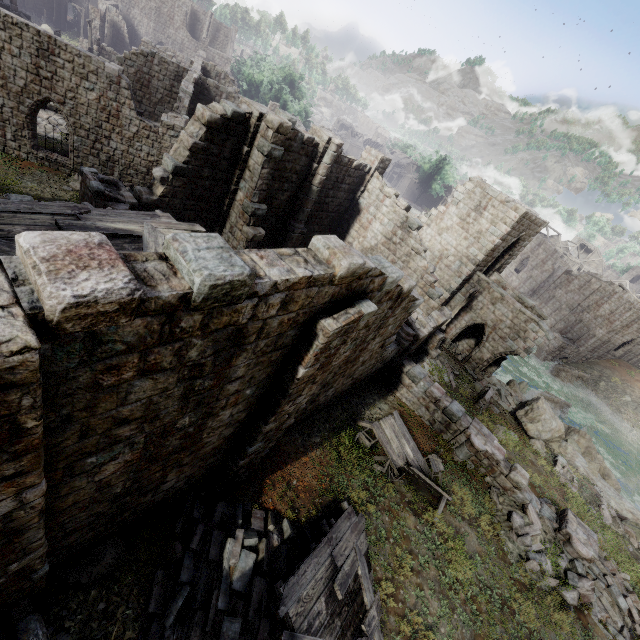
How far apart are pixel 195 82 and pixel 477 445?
28.84m

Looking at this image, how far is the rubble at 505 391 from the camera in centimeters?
2050cm

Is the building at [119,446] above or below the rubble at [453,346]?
above

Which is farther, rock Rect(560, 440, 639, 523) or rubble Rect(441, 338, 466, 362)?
rubble Rect(441, 338, 466, 362)

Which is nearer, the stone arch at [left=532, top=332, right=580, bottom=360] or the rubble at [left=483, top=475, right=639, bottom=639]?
the rubble at [left=483, top=475, right=639, bottom=639]

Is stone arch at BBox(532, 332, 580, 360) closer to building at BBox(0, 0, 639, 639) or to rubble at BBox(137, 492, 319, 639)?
building at BBox(0, 0, 639, 639)

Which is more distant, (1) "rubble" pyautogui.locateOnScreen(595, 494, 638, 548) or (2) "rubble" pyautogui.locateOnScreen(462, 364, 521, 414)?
(2) "rubble" pyautogui.locateOnScreen(462, 364, 521, 414)

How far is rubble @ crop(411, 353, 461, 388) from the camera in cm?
1861
